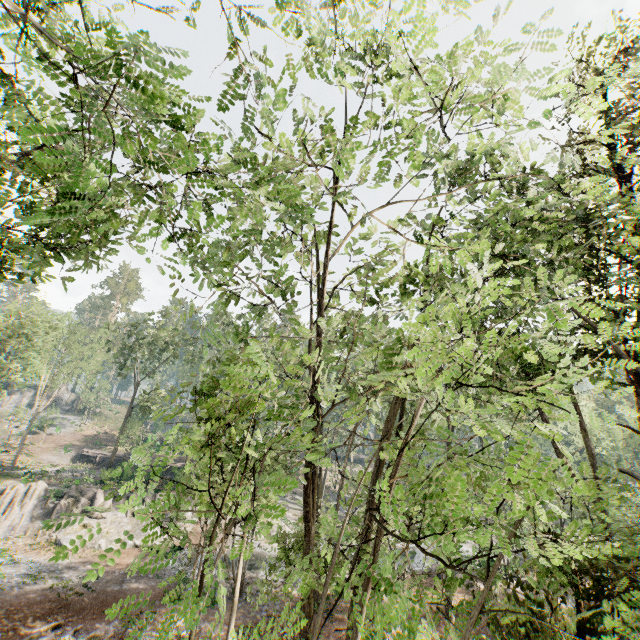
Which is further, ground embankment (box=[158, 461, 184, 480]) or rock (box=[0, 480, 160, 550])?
ground embankment (box=[158, 461, 184, 480])

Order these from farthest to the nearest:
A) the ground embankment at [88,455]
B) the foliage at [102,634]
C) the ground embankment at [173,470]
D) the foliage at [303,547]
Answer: the ground embankment at [88,455] → the ground embankment at [173,470] → the foliage at [102,634] → the foliage at [303,547]

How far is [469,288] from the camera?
3.8 meters

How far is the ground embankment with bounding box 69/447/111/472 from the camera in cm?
4369

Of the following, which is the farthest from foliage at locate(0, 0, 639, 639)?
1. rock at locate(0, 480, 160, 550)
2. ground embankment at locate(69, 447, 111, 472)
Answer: ground embankment at locate(69, 447, 111, 472)

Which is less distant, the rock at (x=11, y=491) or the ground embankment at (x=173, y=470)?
the rock at (x=11, y=491)

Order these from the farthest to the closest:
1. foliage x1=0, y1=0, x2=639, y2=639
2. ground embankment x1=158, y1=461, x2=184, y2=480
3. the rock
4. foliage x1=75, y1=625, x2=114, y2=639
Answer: ground embankment x1=158, y1=461, x2=184, y2=480
the rock
foliage x1=75, y1=625, x2=114, y2=639
foliage x1=0, y1=0, x2=639, y2=639

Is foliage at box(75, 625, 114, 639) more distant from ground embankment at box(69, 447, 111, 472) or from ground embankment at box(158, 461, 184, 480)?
ground embankment at box(69, 447, 111, 472)
